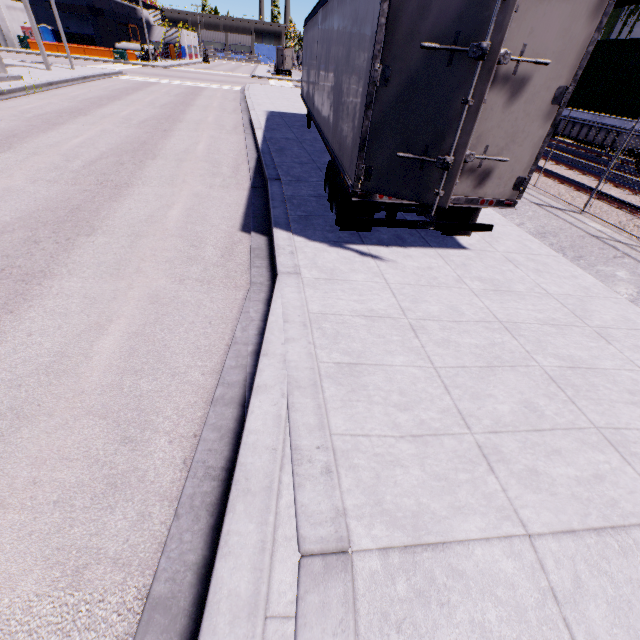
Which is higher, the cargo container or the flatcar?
the cargo container

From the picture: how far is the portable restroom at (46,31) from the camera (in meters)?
46.03

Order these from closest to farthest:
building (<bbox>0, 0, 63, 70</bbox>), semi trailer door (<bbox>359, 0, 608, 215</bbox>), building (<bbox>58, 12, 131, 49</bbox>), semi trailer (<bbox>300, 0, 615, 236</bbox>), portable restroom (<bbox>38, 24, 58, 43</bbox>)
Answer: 1. semi trailer door (<bbox>359, 0, 608, 215</bbox>)
2. semi trailer (<bbox>300, 0, 615, 236</bbox>)
3. building (<bbox>0, 0, 63, 70</bbox>)
4. portable restroom (<bbox>38, 24, 58, 43</bbox>)
5. building (<bbox>58, 12, 131, 49</bbox>)

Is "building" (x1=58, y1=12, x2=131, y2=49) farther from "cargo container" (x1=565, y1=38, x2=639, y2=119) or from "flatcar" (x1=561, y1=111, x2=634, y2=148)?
"flatcar" (x1=561, y1=111, x2=634, y2=148)

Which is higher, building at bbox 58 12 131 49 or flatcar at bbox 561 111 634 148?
building at bbox 58 12 131 49

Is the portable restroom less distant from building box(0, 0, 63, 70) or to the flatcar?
building box(0, 0, 63, 70)

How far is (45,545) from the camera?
2.14m

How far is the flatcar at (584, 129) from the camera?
12.38m
